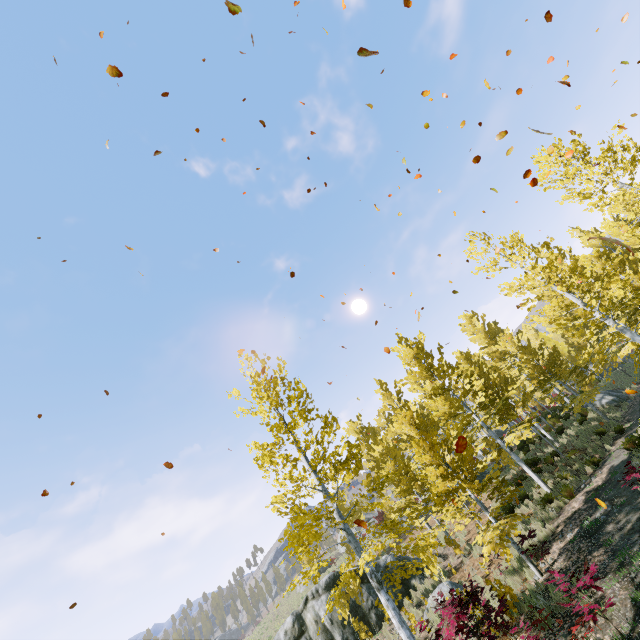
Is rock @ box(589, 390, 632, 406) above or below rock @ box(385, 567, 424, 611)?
above

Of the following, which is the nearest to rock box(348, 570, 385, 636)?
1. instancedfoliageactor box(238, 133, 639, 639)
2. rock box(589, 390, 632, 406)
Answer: instancedfoliageactor box(238, 133, 639, 639)

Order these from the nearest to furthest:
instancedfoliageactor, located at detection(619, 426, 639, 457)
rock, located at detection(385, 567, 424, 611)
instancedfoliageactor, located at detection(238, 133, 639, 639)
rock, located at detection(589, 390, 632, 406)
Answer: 1. instancedfoliageactor, located at detection(238, 133, 639, 639)
2. instancedfoliageactor, located at detection(619, 426, 639, 457)
3. rock, located at detection(385, 567, 424, 611)
4. rock, located at detection(589, 390, 632, 406)

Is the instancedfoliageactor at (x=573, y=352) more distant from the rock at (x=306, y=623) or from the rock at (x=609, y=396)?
the rock at (x=306, y=623)

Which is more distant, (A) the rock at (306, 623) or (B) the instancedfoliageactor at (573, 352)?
(A) the rock at (306, 623)

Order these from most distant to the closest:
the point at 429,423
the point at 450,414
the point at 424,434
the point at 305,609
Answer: the point at 429,423 < the point at 450,414 < the point at 305,609 < the point at 424,434
